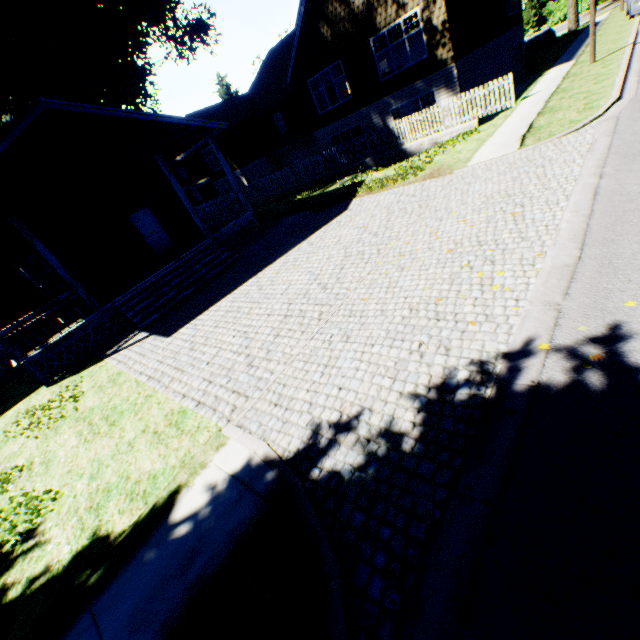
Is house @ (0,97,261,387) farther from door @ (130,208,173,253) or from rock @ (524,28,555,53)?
rock @ (524,28,555,53)

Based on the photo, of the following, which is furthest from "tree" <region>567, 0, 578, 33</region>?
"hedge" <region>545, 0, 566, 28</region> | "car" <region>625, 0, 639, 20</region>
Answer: "car" <region>625, 0, 639, 20</region>

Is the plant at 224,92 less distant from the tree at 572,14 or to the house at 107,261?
the house at 107,261

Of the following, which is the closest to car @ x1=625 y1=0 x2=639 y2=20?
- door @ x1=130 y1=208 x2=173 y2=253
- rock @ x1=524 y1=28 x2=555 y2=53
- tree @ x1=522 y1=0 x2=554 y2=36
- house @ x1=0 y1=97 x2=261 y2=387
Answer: rock @ x1=524 y1=28 x2=555 y2=53

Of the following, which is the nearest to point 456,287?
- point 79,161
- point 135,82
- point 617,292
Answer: point 617,292

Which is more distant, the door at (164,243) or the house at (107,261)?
the door at (164,243)

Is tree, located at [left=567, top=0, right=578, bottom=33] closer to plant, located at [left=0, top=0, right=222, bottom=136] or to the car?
plant, located at [left=0, top=0, right=222, bottom=136]

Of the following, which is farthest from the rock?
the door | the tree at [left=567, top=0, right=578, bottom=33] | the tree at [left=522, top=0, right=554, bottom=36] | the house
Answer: the door
